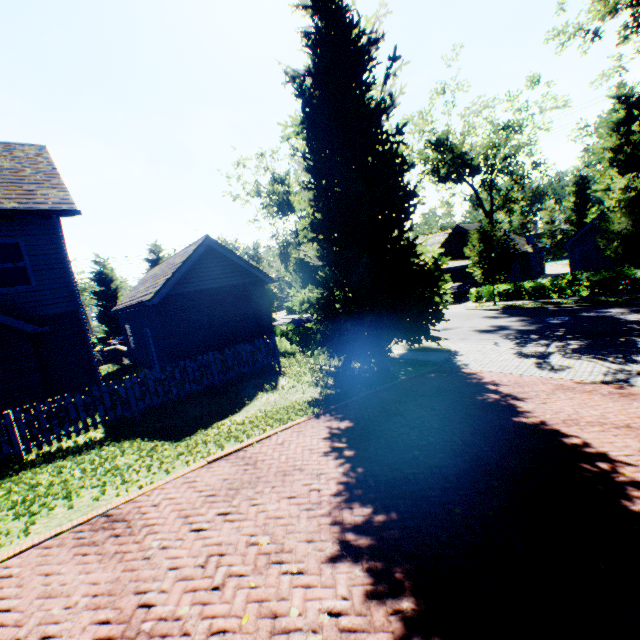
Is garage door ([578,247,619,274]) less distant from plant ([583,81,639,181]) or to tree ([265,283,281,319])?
tree ([265,283,281,319])

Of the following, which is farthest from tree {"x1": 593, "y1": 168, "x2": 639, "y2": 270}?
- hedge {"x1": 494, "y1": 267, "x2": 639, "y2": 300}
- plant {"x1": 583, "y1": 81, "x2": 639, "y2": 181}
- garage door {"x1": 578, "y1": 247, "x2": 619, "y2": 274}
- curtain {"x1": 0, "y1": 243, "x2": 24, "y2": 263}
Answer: curtain {"x1": 0, "y1": 243, "x2": 24, "y2": 263}

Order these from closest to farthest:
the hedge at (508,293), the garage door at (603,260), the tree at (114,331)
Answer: the hedge at (508,293), the garage door at (603,260), the tree at (114,331)

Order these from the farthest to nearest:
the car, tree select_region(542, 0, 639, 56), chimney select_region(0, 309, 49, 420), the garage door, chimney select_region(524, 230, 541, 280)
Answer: chimney select_region(524, 230, 541, 280), the car, the garage door, tree select_region(542, 0, 639, 56), chimney select_region(0, 309, 49, 420)

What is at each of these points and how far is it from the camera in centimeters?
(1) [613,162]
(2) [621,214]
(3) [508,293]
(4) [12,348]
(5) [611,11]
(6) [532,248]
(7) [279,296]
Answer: (1) plant, 5097cm
(2) tree, 1723cm
(3) hedge, 2550cm
(4) chimney, 988cm
(5) tree, 1828cm
(6) chimney, 3572cm
(7) tree, 2853cm

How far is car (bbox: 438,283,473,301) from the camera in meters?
29.9

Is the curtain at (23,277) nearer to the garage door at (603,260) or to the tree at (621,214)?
the tree at (621,214)

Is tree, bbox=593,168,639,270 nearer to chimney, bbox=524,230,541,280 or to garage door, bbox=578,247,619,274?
garage door, bbox=578,247,619,274
